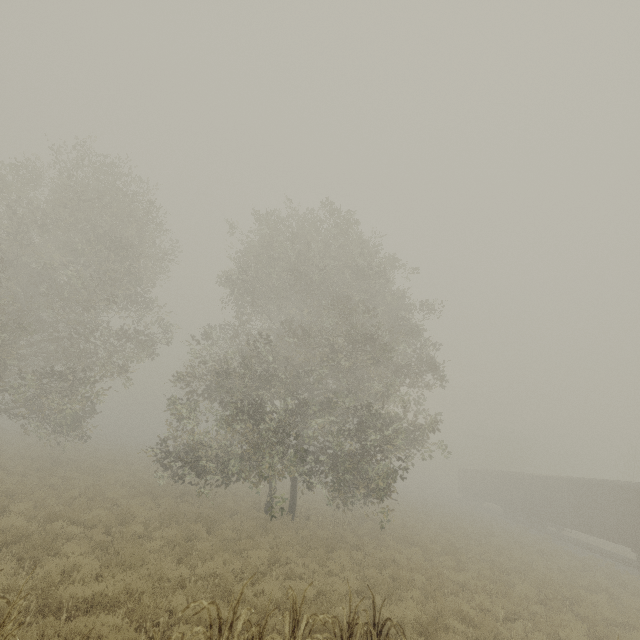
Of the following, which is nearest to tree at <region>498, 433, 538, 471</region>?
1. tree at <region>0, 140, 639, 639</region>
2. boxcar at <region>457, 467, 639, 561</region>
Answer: boxcar at <region>457, 467, 639, 561</region>

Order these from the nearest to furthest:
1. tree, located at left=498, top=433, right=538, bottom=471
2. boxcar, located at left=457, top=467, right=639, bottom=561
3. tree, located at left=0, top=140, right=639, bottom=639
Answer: tree, located at left=0, top=140, right=639, bottom=639 < boxcar, located at left=457, top=467, right=639, bottom=561 < tree, located at left=498, top=433, right=538, bottom=471

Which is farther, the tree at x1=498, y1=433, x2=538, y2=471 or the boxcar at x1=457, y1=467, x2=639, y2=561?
the tree at x1=498, y1=433, x2=538, y2=471

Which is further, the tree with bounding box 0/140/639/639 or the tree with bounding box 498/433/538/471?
the tree with bounding box 498/433/538/471

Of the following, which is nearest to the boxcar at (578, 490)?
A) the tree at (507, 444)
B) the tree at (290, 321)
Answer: the tree at (507, 444)

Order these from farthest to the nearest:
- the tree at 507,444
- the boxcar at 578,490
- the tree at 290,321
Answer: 1. the tree at 507,444
2. the boxcar at 578,490
3. the tree at 290,321

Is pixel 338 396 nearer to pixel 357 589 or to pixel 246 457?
pixel 246 457
